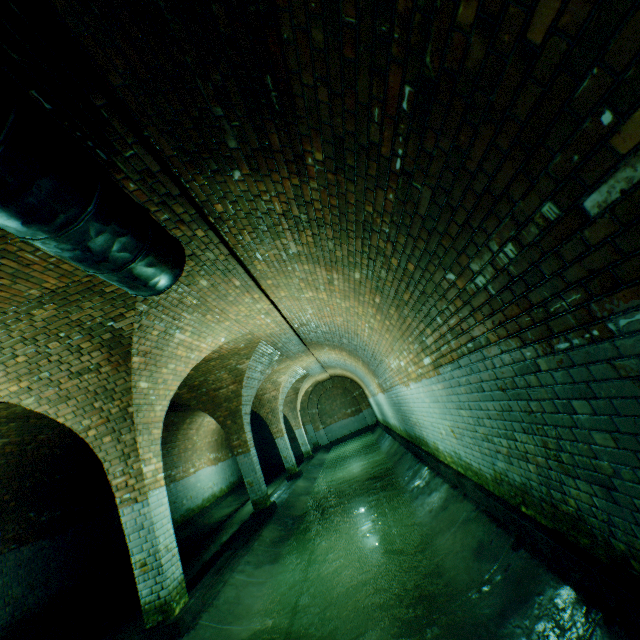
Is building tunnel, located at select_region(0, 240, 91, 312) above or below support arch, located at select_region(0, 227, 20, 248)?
above

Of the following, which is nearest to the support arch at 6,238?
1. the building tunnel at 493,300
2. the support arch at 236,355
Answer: the building tunnel at 493,300

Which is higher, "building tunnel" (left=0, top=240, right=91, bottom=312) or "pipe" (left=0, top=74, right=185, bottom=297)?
"building tunnel" (left=0, top=240, right=91, bottom=312)

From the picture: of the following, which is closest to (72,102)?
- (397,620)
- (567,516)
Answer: (567,516)

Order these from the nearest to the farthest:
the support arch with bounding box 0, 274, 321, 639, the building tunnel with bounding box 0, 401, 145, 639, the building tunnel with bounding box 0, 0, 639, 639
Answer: the building tunnel with bounding box 0, 0, 639, 639 < the support arch with bounding box 0, 274, 321, 639 < the building tunnel with bounding box 0, 401, 145, 639

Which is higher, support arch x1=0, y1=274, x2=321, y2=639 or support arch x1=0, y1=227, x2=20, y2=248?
support arch x1=0, y1=227, x2=20, y2=248

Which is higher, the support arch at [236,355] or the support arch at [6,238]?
the support arch at [6,238]

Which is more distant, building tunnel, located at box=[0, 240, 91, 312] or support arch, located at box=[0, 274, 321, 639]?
support arch, located at box=[0, 274, 321, 639]
